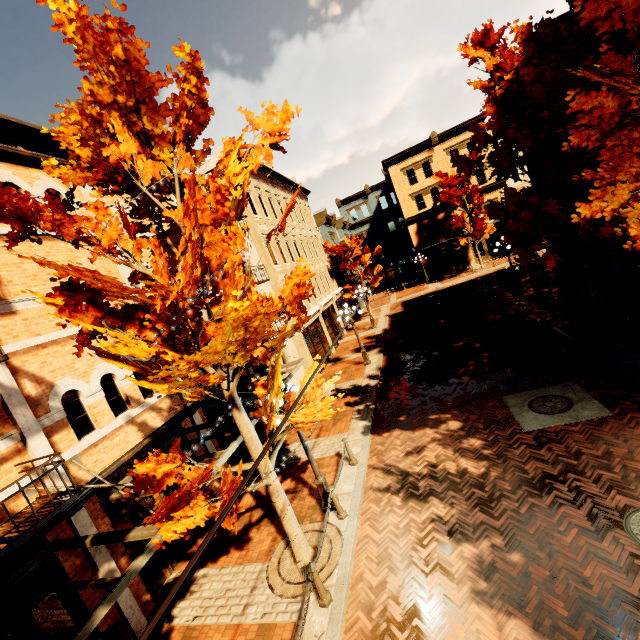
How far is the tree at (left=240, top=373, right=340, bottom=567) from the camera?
5.5m

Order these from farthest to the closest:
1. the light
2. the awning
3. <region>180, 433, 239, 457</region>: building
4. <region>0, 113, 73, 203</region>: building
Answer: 1. <region>180, 433, 239, 457</region>: building
2. the light
3. <region>0, 113, 73, 203</region>: building
4. the awning

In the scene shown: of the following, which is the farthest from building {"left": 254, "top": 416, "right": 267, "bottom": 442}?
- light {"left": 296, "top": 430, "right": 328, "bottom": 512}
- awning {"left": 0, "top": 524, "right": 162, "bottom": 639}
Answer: light {"left": 296, "top": 430, "right": 328, "bottom": 512}

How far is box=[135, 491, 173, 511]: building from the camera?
8.30m

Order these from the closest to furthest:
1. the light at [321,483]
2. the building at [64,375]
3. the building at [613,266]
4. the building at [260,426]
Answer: the building at [64,375]
the light at [321,483]
the building at [260,426]
the building at [613,266]

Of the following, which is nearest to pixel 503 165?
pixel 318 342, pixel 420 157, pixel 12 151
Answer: pixel 318 342

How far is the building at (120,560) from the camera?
6.04m
